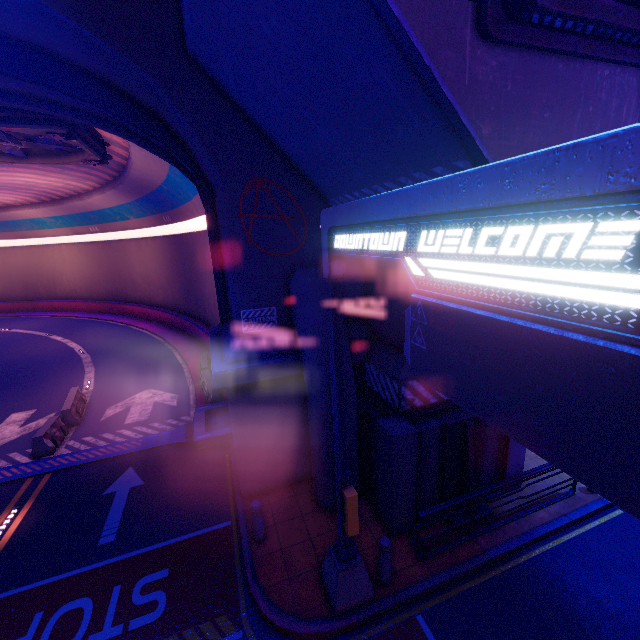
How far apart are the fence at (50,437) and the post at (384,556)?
11.83m

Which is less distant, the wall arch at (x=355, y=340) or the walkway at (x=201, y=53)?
the walkway at (x=201, y=53)

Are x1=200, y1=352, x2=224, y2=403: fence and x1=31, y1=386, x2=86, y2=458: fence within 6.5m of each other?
yes

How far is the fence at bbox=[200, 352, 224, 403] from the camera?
13.7m

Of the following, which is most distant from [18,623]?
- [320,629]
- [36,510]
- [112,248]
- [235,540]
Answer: [112,248]

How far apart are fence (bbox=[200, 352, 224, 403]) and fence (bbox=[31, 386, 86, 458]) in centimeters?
516cm

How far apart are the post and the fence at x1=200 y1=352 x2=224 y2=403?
9.3m

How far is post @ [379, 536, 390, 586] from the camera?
6.2m
